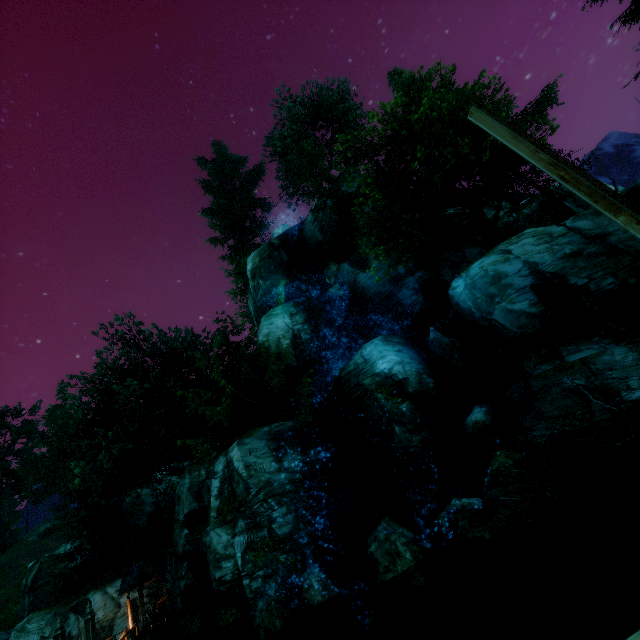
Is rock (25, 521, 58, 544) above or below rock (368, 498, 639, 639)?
above

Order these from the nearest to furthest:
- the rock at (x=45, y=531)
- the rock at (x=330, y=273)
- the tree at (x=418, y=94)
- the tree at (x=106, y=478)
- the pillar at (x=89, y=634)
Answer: Result:
the pillar at (x=89, y=634)
the tree at (x=418, y=94)
the tree at (x=106, y=478)
the rock at (x=330, y=273)
the rock at (x=45, y=531)

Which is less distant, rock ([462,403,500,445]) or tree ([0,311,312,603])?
rock ([462,403,500,445])

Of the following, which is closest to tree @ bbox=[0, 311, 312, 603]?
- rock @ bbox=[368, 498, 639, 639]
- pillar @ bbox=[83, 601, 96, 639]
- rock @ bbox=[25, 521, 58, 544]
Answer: pillar @ bbox=[83, 601, 96, 639]

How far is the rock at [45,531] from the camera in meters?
52.8 m

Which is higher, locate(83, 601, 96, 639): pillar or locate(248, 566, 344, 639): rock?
locate(83, 601, 96, 639): pillar

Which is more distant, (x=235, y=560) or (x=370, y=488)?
(x=370, y=488)

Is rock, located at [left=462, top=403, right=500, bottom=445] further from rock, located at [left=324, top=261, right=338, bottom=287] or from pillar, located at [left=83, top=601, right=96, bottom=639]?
pillar, located at [left=83, top=601, right=96, bottom=639]
